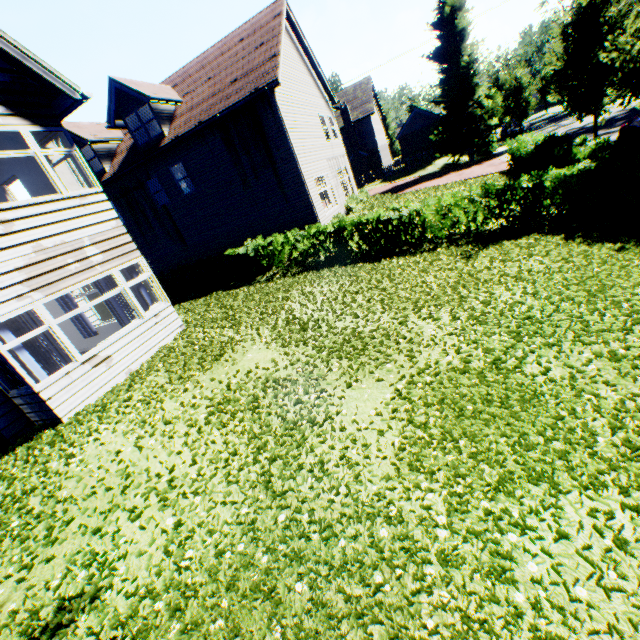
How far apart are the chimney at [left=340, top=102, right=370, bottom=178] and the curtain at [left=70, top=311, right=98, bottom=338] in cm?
3575

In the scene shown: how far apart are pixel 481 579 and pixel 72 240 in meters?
9.9 m

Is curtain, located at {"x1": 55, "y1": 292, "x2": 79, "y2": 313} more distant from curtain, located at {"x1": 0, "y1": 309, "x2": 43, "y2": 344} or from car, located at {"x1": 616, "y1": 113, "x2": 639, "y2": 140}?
car, located at {"x1": 616, "y1": 113, "x2": 639, "y2": 140}

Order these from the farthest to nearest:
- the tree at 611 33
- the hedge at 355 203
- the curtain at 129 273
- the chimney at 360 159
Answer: the chimney at 360 159, the hedge at 355 203, the tree at 611 33, the curtain at 129 273

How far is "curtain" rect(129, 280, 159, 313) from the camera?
9.49m

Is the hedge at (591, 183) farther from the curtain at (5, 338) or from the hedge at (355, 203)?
the hedge at (355, 203)
